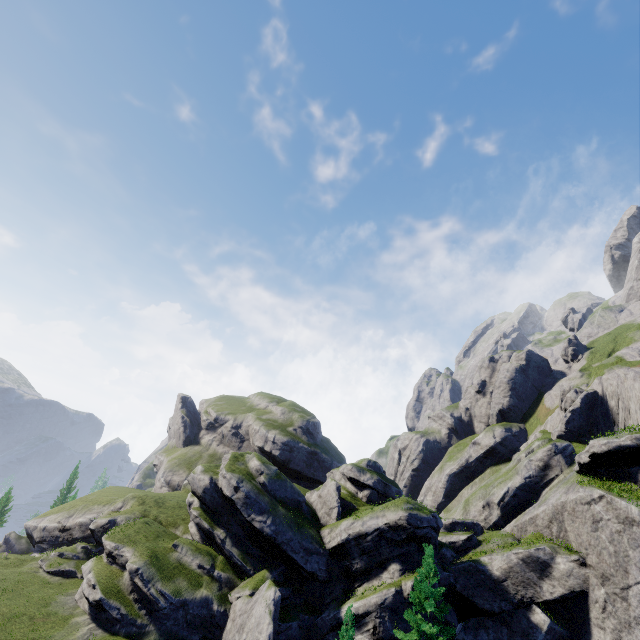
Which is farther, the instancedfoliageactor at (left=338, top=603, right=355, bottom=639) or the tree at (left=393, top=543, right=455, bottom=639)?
the tree at (left=393, top=543, right=455, bottom=639)

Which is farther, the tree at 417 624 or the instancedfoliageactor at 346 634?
the tree at 417 624

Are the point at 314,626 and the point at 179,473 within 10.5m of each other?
no
